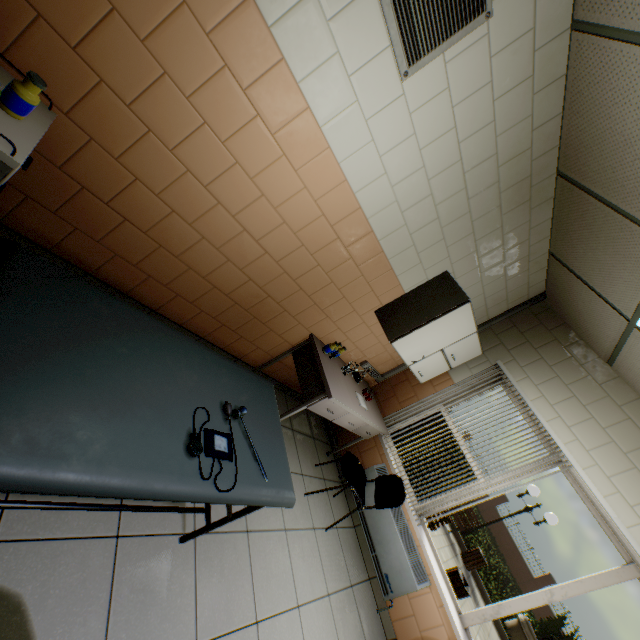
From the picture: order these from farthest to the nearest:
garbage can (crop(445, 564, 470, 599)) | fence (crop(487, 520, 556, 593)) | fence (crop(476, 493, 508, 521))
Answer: fence (crop(476, 493, 508, 521))
fence (crop(487, 520, 556, 593))
garbage can (crop(445, 564, 470, 599))

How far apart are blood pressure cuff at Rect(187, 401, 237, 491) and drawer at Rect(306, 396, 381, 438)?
1.5 meters

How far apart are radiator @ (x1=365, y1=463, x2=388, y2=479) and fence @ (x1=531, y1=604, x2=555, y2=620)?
23.92m

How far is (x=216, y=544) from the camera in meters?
2.0

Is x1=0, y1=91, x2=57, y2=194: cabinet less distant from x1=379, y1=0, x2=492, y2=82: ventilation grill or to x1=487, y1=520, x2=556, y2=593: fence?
x1=379, y1=0, x2=492, y2=82: ventilation grill

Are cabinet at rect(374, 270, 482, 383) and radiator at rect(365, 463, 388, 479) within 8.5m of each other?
yes

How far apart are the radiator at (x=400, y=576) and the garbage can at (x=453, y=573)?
4.6 meters

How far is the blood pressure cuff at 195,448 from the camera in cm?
129
